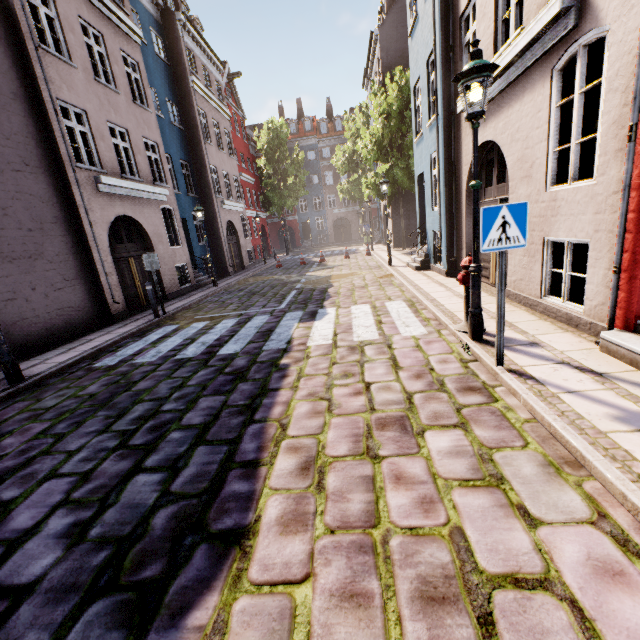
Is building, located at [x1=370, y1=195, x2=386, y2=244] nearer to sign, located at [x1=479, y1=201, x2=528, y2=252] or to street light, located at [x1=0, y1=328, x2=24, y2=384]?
sign, located at [x1=479, y1=201, x2=528, y2=252]

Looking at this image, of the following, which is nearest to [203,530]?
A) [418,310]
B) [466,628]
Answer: [466,628]

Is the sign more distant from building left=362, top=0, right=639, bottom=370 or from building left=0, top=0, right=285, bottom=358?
building left=0, top=0, right=285, bottom=358

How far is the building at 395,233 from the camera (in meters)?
22.64

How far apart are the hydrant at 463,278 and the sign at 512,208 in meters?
1.5

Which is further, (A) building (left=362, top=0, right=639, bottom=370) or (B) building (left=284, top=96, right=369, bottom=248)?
(B) building (left=284, top=96, right=369, bottom=248)

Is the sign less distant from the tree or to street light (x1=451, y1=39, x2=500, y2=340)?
street light (x1=451, y1=39, x2=500, y2=340)

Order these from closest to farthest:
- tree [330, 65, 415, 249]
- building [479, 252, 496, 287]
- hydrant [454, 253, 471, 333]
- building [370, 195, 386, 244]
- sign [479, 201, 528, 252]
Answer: sign [479, 201, 528, 252]
hydrant [454, 253, 471, 333]
building [479, 252, 496, 287]
tree [330, 65, 415, 249]
building [370, 195, 386, 244]
